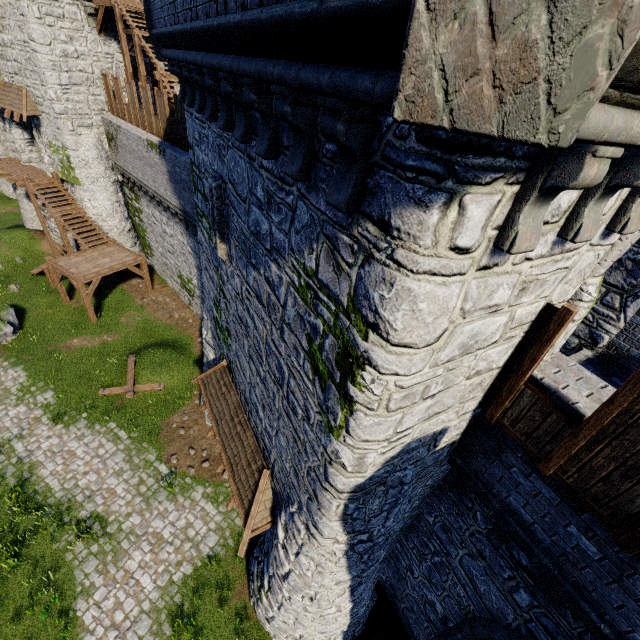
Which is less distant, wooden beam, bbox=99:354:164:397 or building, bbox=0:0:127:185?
wooden beam, bbox=99:354:164:397

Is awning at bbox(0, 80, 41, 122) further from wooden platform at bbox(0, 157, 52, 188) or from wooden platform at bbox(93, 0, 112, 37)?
wooden platform at bbox(93, 0, 112, 37)

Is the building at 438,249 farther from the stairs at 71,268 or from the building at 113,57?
the building at 113,57

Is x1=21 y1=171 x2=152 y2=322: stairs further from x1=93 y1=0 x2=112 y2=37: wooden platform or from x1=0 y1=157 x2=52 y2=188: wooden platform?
x1=93 y1=0 x2=112 y2=37: wooden platform

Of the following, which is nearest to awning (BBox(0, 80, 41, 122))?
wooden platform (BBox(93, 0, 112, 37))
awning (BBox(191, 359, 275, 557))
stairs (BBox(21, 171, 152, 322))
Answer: stairs (BBox(21, 171, 152, 322))

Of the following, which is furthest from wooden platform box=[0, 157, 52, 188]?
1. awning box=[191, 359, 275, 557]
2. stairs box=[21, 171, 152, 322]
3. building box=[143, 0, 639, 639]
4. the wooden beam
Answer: awning box=[191, 359, 275, 557]

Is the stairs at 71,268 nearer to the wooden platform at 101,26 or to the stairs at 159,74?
the stairs at 159,74

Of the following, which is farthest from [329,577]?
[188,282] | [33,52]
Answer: [33,52]
